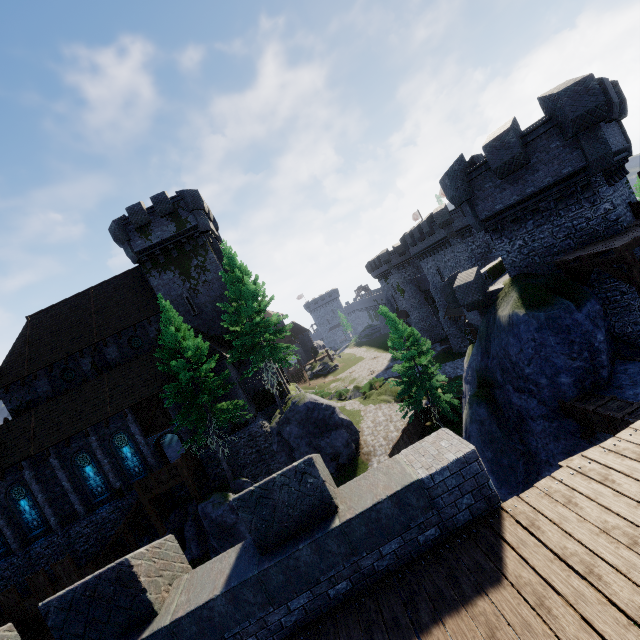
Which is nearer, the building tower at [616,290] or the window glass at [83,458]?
the building tower at [616,290]

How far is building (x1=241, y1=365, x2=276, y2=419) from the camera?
28.2m

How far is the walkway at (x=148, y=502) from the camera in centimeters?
2139cm

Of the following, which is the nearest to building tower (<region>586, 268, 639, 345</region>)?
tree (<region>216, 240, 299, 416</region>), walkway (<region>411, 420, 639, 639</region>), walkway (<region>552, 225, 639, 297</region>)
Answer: walkway (<region>552, 225, 639, 297</region>)

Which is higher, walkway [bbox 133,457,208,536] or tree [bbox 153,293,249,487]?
tree [bbox 153,293,249,487]

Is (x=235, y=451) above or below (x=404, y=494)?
below

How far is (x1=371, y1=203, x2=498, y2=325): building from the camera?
33.72m

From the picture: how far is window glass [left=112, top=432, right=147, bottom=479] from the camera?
24.5m
